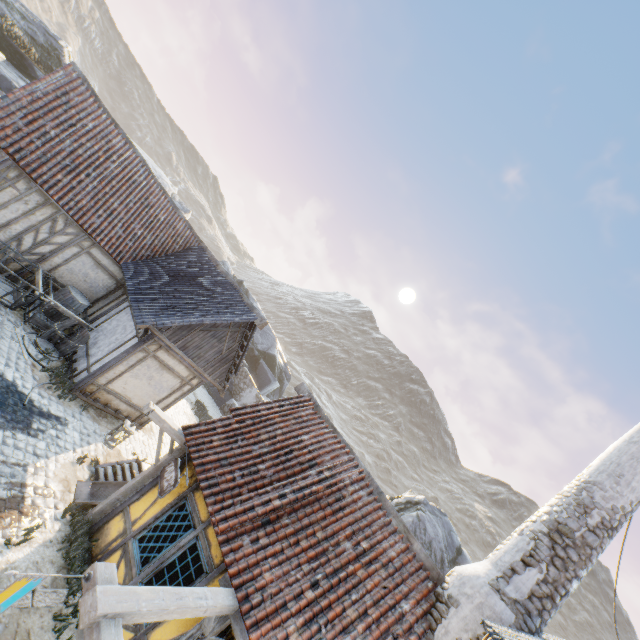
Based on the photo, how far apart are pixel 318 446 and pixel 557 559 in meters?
5.1

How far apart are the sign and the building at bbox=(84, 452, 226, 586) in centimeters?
30cm

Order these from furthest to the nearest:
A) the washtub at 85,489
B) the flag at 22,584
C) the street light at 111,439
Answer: the washtub at 85,489, the street light at 111,439, the flag at 22,584

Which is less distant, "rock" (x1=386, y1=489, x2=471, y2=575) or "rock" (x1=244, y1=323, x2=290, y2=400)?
"rock" (x1=386, y1=489, x2=471, y2=575)

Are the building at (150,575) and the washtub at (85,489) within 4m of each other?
yes

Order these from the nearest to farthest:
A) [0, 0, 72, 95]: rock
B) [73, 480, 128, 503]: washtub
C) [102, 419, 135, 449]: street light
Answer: [102, 419, 135, 449]: street light
[73, 480, 128, 503]: washtub
[0, 0, 72, 95]: rock

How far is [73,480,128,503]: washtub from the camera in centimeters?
756cm

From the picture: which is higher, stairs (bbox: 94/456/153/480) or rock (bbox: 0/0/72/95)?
rock (bbox: 0/0/72/95)
